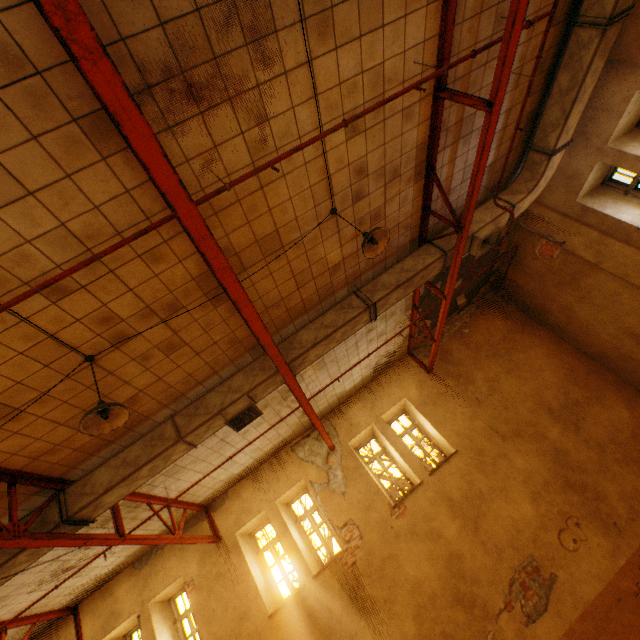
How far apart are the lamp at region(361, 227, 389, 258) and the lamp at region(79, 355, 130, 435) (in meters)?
3.52

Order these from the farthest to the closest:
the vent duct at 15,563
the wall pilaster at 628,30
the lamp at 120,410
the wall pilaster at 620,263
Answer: the wall pilaster at 620,263
the wall pilaster at 628,30
the vent duct at 15,563
the lamp at 120,410

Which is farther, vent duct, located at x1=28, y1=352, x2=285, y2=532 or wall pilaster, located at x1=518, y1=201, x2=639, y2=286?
wall pilaster, located at x1=518, y1=201, x2=639, y2=286

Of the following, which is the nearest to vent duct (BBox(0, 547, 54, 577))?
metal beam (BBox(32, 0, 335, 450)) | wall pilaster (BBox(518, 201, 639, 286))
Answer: metal beam (BBox(32, 0, 335, 450))

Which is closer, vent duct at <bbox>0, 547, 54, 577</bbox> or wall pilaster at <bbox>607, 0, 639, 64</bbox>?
vent duct at <bbox>0, 547, 54, 577</bbox>

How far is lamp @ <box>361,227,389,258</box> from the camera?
4.2 meters

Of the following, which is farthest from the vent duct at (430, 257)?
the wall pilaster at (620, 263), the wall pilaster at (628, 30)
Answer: the wall pilaster at (620, 263)

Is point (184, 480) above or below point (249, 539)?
above
